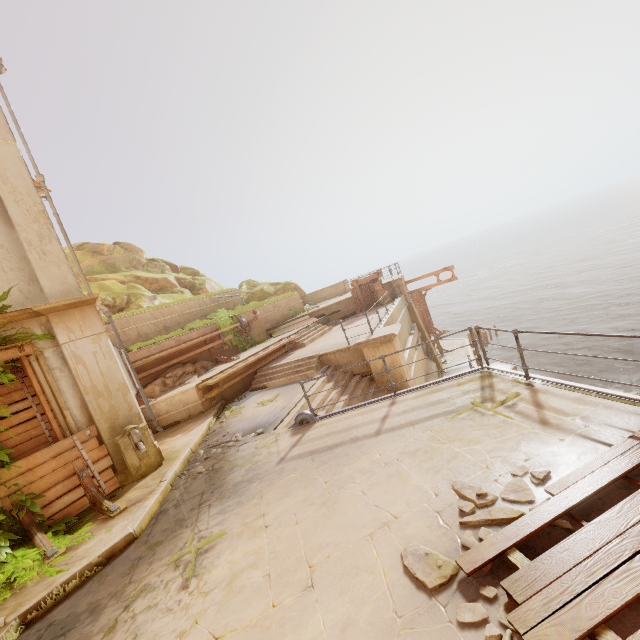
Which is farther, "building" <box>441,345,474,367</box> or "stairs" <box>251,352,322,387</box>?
"building" <box>441,345,474,367</box>

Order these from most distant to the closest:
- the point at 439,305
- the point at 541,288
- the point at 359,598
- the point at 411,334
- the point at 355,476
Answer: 1. the point at 439,305
2. the point at 541,288
3. the point at 411,334
4. the point at 355,476
5. the point at 359,598

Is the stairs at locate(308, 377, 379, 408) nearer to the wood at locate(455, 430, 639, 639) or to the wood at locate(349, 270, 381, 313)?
the wood at locate(455, 430, 639, 639)

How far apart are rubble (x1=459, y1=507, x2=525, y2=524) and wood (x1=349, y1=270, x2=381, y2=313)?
16.0 meters

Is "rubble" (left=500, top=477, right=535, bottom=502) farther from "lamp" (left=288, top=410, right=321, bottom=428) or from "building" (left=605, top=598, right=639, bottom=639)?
"lamp" (left=288, top=410, right=321, bottom=428)

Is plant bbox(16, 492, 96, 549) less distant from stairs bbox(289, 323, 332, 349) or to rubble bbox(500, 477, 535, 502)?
rubble bbox(500, 477, 535, 502)

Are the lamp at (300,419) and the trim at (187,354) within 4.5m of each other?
no

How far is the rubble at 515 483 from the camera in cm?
355
